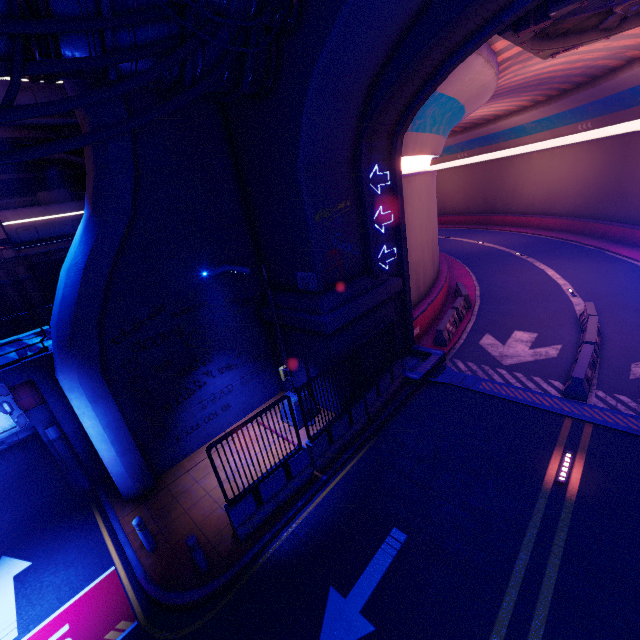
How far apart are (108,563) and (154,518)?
1.3m

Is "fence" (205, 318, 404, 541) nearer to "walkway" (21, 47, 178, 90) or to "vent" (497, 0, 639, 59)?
"walkway" (21, 47, 178, 90)

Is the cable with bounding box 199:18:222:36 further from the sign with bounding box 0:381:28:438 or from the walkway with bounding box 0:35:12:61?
the sign with bounding box 0:381:28:438

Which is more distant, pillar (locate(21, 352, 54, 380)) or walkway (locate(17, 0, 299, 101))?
pillar (locate(21, 352, 54, 380))

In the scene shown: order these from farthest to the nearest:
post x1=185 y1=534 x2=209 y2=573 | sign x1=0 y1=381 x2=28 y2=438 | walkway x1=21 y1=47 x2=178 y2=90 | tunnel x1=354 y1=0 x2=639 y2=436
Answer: tunnel x1=354 y1=0 x2=639 y2=436 < sign x1=0 y1=381 x2=28 y2=438 < post x1=185 y1=534 x2=209 y2=573 < walkway x1=21 y1=47 x2=178 y2=90

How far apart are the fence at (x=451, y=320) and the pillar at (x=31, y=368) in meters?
14.2 m

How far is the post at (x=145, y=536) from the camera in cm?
768

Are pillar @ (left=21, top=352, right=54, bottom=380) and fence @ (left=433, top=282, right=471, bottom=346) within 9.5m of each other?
no
